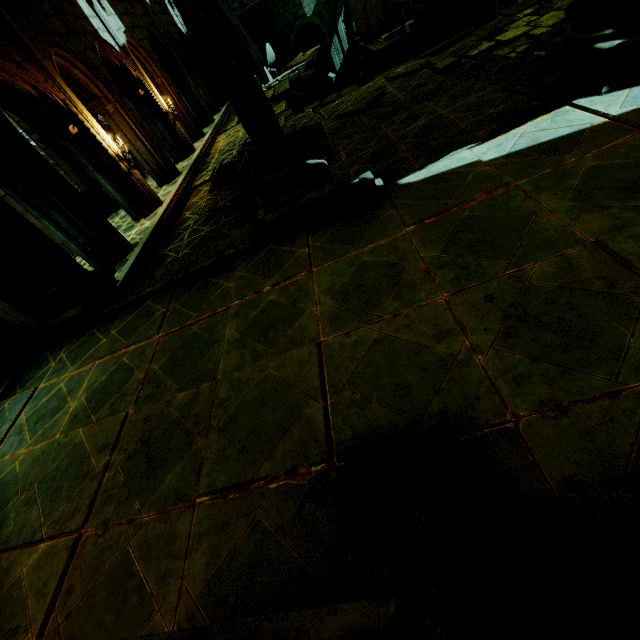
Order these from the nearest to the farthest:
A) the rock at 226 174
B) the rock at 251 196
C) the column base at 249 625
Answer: the column base at 249 625 < the rock at 251 196 < the rock at 226 174

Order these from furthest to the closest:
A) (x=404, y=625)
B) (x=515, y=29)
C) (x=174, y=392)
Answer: (x=515, y=29) < (x=174, y=392) < (x=404, y=625)

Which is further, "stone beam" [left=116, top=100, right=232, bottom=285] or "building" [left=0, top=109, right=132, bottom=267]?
"stone beam" [left=116, top=100, right=232, bottom=285]

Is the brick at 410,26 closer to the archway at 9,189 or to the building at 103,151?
the building at 103,151

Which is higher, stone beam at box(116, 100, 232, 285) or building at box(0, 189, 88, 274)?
building at box(0, 189, 88, 274)

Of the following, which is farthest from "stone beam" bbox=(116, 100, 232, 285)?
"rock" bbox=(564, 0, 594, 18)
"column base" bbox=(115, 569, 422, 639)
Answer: "rock" bbox=(564, 0, 594, 18)

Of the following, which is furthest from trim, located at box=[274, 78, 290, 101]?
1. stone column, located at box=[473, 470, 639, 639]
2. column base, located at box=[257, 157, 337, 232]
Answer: stone column, located at box=[473, 470, 639, 639]

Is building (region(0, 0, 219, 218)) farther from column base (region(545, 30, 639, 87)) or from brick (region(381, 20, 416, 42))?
column base (region(545, 30, 639, 87))
